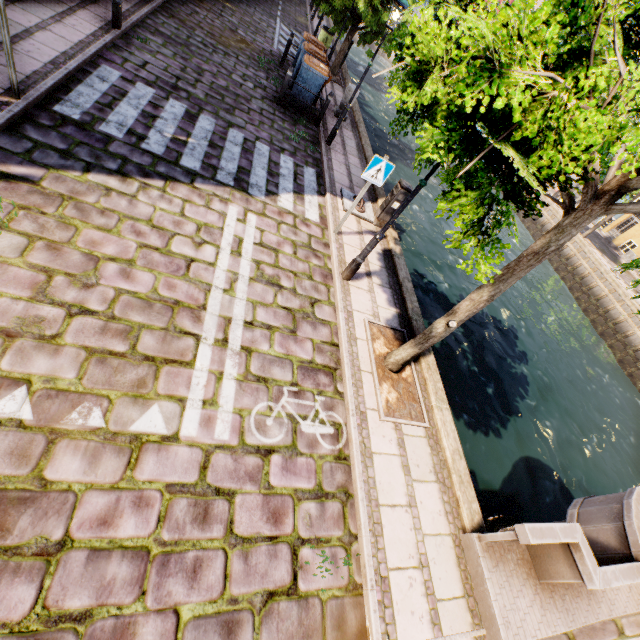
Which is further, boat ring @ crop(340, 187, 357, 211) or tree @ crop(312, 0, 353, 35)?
tree @ crop(312, 0, 353, 35)

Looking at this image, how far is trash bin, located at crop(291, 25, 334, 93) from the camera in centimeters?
991cm

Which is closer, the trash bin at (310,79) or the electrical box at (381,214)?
the electrical box at (381,214)

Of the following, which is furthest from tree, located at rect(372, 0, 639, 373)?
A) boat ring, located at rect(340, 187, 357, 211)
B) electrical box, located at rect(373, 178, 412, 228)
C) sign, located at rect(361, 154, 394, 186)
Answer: boat ring, located at rect(340, 187, 357, 211)

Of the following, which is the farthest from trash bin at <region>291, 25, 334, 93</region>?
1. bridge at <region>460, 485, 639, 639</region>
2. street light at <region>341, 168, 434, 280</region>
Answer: bridge at <region>460, 485, 639, 639</region>

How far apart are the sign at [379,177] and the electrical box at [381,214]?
1.6 meters

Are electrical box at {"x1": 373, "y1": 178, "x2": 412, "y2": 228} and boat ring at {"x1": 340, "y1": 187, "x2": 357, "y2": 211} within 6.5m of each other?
yes

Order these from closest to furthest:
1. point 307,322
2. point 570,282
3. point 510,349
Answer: point 307,322 < point 510,349 < point 570,282
